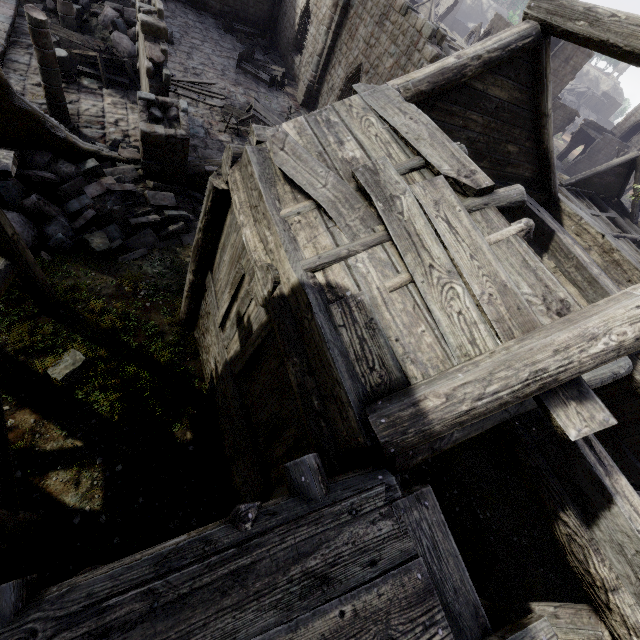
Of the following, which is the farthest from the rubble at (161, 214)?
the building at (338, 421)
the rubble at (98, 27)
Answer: the rubble at (98, 27)

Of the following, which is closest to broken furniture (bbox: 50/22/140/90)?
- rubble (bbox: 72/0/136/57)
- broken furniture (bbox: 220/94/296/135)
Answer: rubble (bbox: 72/0/136/57)

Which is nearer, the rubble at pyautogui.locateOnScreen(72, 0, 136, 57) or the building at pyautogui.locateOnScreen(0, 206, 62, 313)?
the building at pyautogui.locateOnScreen(0, 206, 62, 313)

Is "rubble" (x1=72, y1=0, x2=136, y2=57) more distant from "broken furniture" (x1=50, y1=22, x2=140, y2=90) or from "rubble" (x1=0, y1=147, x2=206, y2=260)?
"rubble" (x1=0, y1=147, x2=206, y2=260)

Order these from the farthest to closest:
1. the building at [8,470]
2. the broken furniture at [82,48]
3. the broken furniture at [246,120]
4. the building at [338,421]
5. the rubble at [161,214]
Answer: the broken furniture at [246,120] < the broken furniture at [82,48] < the rubble at [161,214] < the building at [8,470] < the building at [338,421]

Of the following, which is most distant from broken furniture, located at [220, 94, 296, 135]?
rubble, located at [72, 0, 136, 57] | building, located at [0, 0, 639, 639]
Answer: rubble, located at [72, 0, 136, 57]

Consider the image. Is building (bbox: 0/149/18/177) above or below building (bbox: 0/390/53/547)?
above

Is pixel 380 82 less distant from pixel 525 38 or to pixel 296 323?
pixel 525 38
